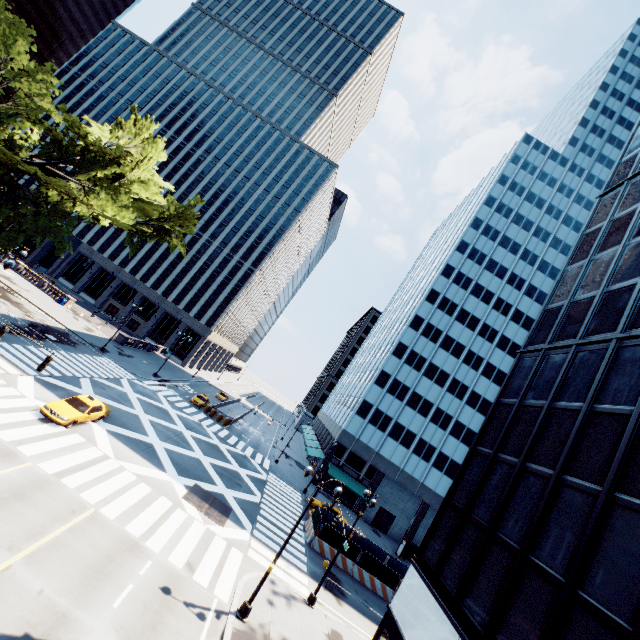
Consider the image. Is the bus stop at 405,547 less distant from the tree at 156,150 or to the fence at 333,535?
the fence at 333,535

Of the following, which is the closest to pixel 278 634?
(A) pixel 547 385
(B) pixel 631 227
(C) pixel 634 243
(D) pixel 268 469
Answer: (A) pixel 547 385

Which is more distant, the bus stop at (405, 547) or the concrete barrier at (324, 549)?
the bus stop at (405, 547)

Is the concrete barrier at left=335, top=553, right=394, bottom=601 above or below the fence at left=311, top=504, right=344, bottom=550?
below

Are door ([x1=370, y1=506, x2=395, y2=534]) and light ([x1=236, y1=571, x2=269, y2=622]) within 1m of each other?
no

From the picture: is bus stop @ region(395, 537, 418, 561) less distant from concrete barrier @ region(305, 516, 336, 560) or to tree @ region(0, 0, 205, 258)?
concrete barrier @ region(305, 516, 336, 560)

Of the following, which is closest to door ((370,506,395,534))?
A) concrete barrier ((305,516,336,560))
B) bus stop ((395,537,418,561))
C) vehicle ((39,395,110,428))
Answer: bus stop ((395,537,418,561))

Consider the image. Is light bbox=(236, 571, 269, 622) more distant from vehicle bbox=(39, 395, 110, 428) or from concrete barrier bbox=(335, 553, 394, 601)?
vehicle bbox=(39, 395, 110, 428)
